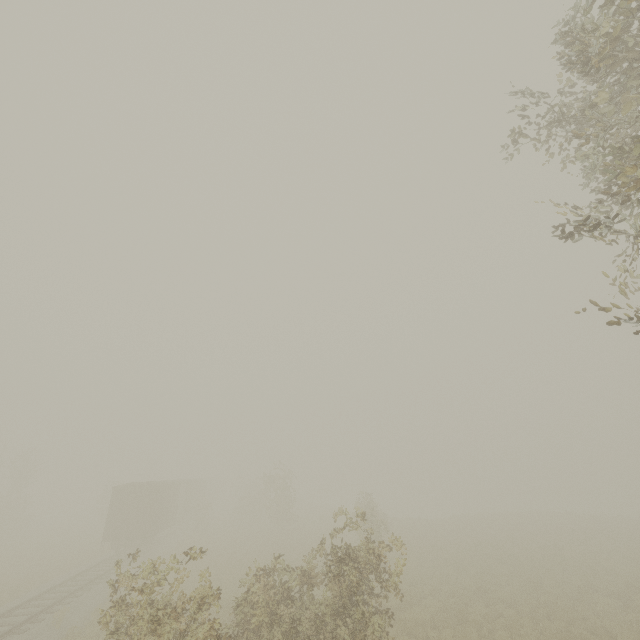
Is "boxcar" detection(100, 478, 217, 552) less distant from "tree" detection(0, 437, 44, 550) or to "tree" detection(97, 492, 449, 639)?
"tree" detection(0, 437, 44, 550)

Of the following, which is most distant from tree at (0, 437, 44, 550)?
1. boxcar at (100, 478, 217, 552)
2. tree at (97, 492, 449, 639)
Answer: tree at (97, 492, 449, 639)

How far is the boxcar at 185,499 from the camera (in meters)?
24.48

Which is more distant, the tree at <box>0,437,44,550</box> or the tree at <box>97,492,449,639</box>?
the tree at <box>0,437,44,550</box>

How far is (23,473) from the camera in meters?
33.9 m

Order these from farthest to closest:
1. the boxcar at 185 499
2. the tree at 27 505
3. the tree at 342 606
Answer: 1. the tree at 27 505
2. the boxcar at 185 499
3. the tree at 342 606

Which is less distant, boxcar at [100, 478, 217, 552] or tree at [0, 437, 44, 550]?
boxcar at [100, 478, 217, 552]

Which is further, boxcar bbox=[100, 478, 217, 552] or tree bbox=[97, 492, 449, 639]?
boxcar bbox=[100, 478, 217, 552]
